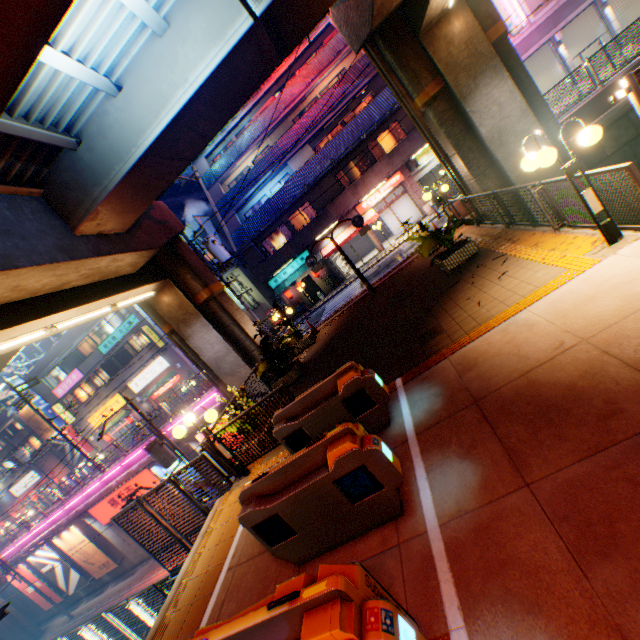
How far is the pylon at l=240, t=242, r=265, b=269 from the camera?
25.7 meters

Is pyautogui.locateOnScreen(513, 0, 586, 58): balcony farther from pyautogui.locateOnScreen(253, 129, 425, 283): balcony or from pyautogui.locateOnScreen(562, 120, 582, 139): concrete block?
pyautogui.locateOnScreen(562, 120, 582, 139): concrete block

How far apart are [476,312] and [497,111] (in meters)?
8.23

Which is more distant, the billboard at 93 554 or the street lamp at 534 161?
the billboard at 93 554

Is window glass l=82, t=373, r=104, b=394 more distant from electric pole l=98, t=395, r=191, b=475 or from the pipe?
the pipe

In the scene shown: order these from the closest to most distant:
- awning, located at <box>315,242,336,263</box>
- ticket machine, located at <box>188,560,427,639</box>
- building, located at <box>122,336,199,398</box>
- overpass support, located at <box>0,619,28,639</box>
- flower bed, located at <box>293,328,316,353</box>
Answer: ticket machine, located at <box>188,560,427,639</box> → flower bed, located at <box>293,328,316,353</box> → overpass support, located at <box>0,619,28,639</box> → awning, located at <box>315,242,336,263</box> → building, located at <box>122,336,199,398</box>

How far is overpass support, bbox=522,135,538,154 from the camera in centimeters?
1066cm

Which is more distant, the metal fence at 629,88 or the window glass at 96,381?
the window glass at 96,381
